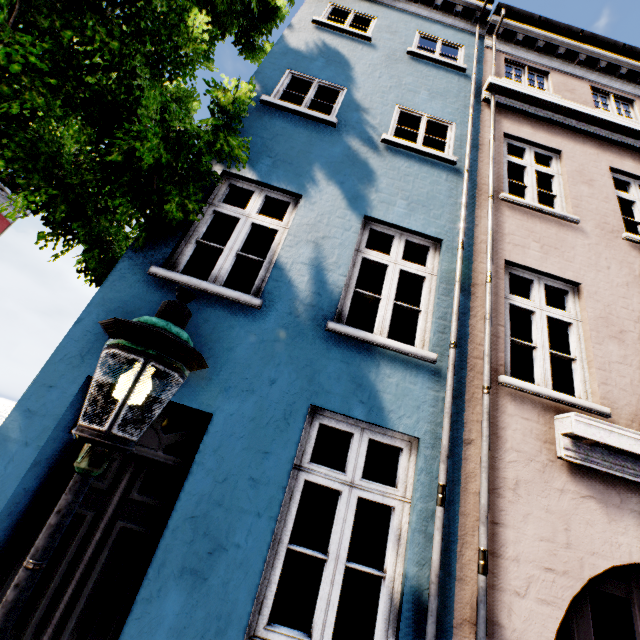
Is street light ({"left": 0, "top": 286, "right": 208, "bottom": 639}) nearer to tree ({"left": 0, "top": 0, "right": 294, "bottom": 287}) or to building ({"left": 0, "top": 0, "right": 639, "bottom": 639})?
building ({"left": 0, "top": 0, "right": 639, "bottom": 639})

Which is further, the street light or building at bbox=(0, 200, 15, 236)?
building at bbox=(0, 200, 15, 236)

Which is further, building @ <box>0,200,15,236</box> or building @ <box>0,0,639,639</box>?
building @ <box>0,200,15,236</box>

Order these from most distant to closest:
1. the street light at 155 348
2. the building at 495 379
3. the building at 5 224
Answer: the building at 5 224 → the building at 495 379 → the street light at 155 348

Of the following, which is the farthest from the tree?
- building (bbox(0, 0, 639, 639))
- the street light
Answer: the street light

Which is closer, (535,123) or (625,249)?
(625,249)

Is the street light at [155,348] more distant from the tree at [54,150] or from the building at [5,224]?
the tree at [54,150]

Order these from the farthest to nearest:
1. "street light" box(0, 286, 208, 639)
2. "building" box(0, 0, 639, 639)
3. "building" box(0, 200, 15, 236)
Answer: "building" box(0, 200, 15, 236) < "building" box(0, 0, 639, 639) < "street light" box(0, 286, 208, 639)
